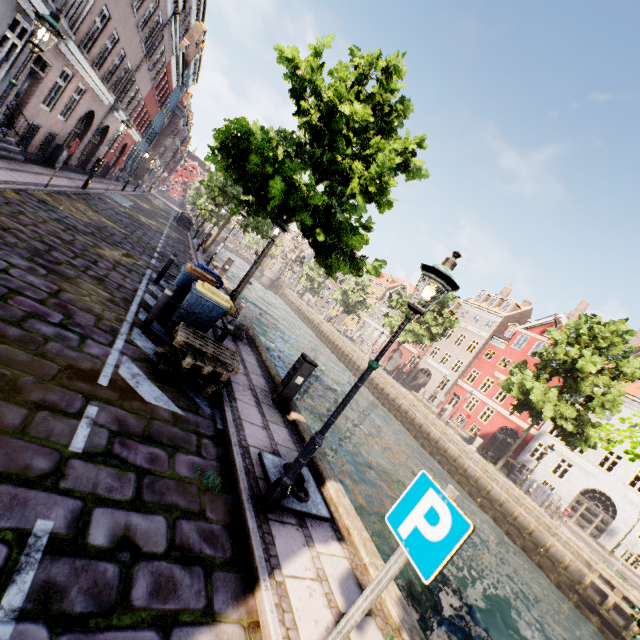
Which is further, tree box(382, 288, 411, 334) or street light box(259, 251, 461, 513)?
tree box(382, 288, 411, 334)

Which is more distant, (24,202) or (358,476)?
(358,476)

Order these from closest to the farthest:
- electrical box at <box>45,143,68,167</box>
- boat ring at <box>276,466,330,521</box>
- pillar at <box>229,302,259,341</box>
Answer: boat ring at <box>276,466,330,521</box>, pillar at <box>229,302,259,341</box>, electrical box at <box>45,143,68,167</box>

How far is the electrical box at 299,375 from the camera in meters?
7.1

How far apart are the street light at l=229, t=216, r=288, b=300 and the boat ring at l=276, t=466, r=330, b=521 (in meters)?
5.90

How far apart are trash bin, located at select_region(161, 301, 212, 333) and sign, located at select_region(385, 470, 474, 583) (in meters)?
5.50

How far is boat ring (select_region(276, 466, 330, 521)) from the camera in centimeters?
426cm

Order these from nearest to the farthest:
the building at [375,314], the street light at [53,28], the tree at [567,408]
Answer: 1. the street light at [53,28]
2. the tree at [567,408]
3. the building at [375,314]
